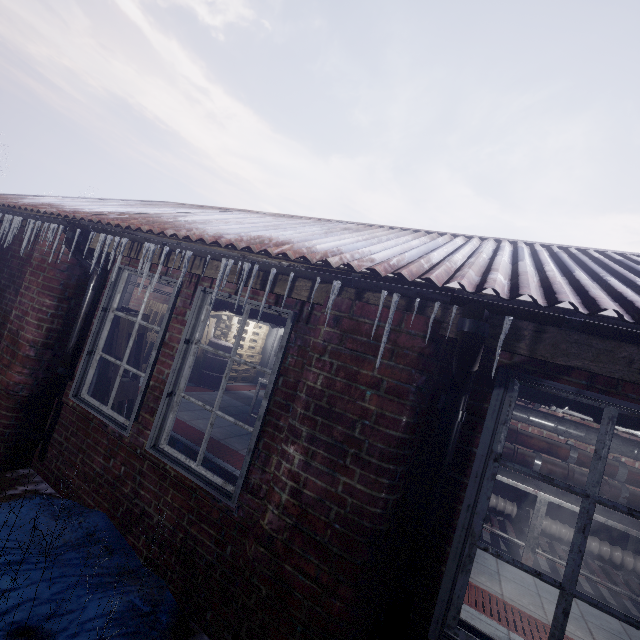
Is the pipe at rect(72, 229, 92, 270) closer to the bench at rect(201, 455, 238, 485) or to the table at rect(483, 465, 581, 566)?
the bench at rect(201, 455, 238, 485)

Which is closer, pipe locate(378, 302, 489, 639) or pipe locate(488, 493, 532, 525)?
pipe locate(378, 302, 489, 639)

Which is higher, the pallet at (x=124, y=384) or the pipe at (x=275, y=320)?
the pipe at (x=275, y=320)

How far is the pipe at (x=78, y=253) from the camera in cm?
276

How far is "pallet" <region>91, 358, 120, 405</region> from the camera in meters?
3.0

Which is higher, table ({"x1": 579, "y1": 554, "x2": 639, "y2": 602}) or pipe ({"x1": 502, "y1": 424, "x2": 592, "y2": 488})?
pipe ({"x1": 502, "y1": 424, "x2": 592, "y2": 488})

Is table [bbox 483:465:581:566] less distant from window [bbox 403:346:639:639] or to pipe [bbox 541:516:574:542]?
pipe [bbox 541:516:574:542]

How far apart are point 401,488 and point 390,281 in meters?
1.0 m
